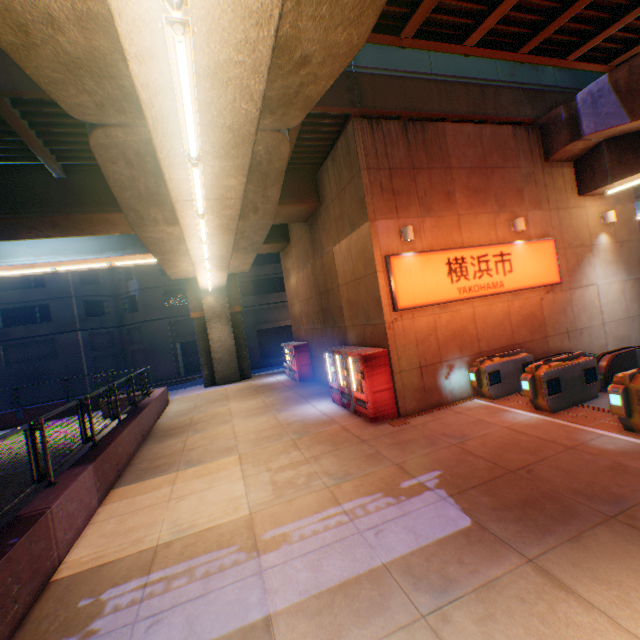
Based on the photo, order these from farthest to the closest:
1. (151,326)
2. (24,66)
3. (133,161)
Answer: (151,326), (133,161), (24,66)

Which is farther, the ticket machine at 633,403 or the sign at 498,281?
the sign at 498,281

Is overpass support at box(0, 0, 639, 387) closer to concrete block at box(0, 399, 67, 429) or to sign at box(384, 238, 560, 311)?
concrete block at box(0, 399, 67, 429)

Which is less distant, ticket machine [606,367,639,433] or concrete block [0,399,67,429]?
ticket machine [606,367,639,433]

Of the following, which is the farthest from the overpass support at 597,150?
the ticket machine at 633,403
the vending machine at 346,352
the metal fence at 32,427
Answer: Result: the ticket machine at 633,403

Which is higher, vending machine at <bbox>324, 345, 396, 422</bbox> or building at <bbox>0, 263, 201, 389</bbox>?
building at <bbox>0, 263, 201, 389</bbox>

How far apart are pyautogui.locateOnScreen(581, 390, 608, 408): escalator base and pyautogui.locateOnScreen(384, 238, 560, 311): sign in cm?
303

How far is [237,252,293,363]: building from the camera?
32.50m
